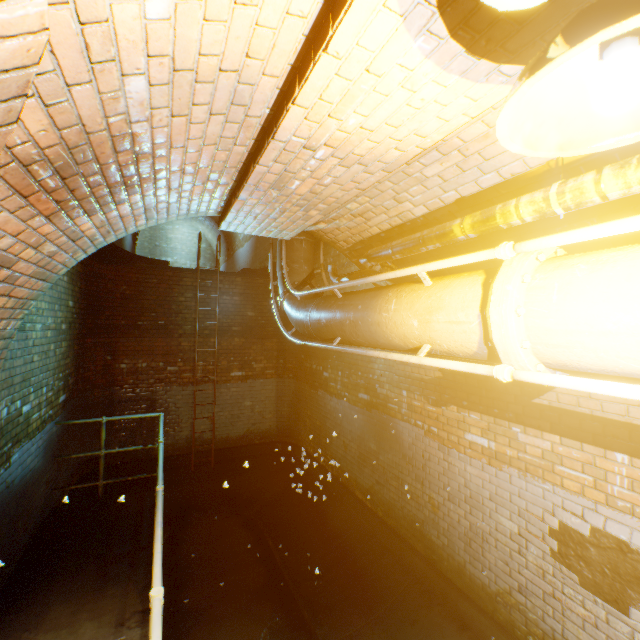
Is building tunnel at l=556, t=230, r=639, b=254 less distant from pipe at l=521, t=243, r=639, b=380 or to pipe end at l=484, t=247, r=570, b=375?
pipe at l=521, t=243, r=639, b=380

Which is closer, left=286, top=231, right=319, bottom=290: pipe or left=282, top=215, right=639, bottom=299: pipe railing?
left=282, top=215, right=639, bottom=299: pipe railing

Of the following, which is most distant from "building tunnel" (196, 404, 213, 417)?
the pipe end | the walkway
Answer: the pipe end

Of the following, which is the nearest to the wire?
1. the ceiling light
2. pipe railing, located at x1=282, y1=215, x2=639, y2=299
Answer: the ceiling light

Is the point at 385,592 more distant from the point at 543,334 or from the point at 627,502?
the point at 543,334

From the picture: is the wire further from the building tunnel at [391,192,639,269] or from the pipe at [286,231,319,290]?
the pipe at [286,231,319,290]

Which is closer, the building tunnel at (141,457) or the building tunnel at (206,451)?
the building tunnel at (141,457)
